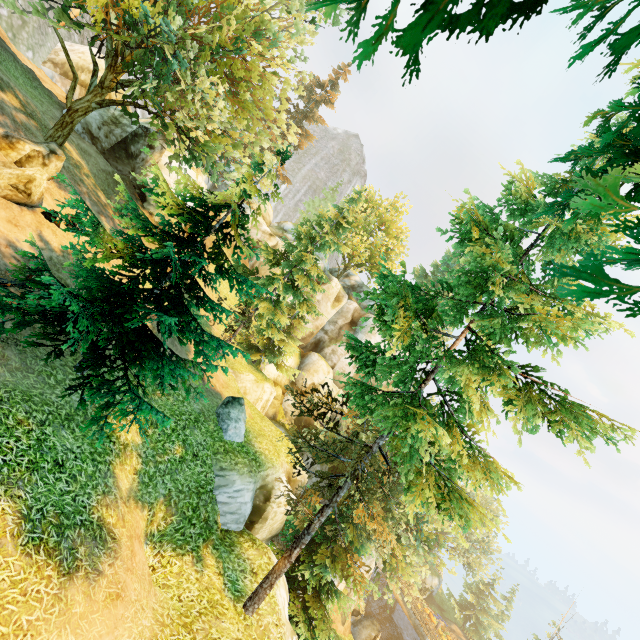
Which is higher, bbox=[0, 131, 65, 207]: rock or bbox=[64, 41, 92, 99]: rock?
bbox=[64, 41, 92, 99]: rock

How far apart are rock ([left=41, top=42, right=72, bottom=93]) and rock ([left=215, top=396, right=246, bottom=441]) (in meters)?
29.79

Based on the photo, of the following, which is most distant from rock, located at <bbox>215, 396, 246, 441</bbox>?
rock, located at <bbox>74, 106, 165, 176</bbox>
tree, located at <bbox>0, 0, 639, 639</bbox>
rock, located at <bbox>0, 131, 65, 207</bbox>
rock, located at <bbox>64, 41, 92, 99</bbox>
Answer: rock, located at <bbox>64, 41, 92, 99</bbox>

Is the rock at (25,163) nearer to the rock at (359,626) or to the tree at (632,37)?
the tree at (632,37)

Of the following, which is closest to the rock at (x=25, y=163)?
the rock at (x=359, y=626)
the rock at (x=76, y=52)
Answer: the rock at (x=76, y=52)

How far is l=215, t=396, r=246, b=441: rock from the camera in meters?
14.0

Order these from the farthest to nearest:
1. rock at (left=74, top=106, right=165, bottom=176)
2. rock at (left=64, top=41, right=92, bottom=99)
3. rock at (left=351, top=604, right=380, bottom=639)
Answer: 1. rock at (left=351, top=604, right=380, bottom=639)
2. rock at (left=64, top=41, right=92, bottom=99)
3. rock at (left=74, top=106, right=165, bottom=176)

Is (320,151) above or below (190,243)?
above
